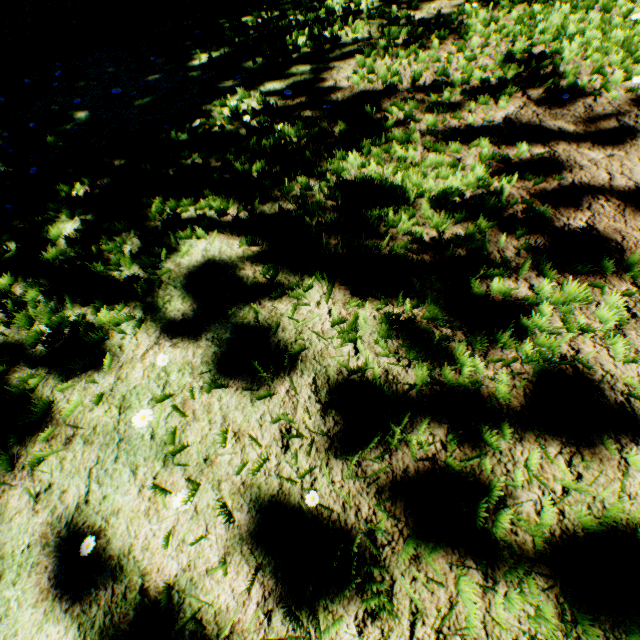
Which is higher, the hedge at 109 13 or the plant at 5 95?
the hedge at 109 13

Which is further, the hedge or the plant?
the hedge

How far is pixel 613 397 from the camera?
1.41m

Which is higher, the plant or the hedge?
the hedge

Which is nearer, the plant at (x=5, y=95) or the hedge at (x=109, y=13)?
the plant at (x=5, y=95)
